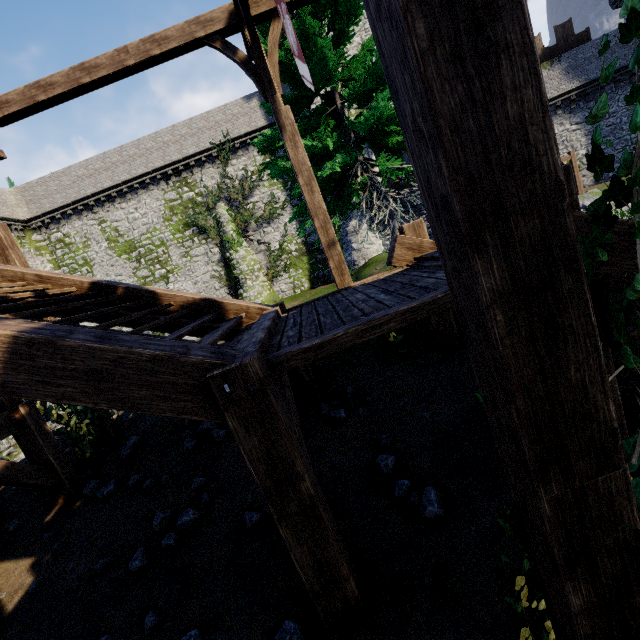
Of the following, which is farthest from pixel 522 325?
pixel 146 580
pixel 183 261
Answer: pixel 183 261

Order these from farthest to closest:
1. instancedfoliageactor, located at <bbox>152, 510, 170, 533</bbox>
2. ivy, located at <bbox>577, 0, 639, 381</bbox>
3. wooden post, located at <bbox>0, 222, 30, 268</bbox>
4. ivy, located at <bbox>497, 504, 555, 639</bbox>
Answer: wooden post, located at <bbox>0, 222, 30, 268</bbox>
instancedfoliageactor, located at <bbox>152, 510, 170, 533</bbox>
ivy, located at <bbox>497, 504, 555, 639</bbox>
ivy, located at <bbox>577, 0, 639, 381</bbox>

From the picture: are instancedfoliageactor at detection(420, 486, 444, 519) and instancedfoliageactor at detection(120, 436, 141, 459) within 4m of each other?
no

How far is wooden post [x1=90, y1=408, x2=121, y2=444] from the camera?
6.99m

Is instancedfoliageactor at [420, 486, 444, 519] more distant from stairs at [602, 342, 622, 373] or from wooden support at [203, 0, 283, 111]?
wooden support at [203, 0, 283, 111]

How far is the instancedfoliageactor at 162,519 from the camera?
4.6 meters

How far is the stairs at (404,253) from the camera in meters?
5.2

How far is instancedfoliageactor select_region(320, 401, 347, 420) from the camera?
5.20m
